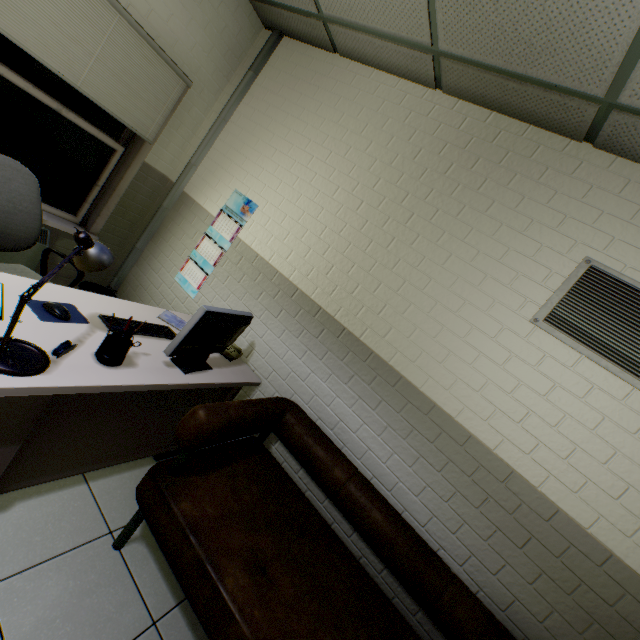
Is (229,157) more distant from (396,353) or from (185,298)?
(396,353)

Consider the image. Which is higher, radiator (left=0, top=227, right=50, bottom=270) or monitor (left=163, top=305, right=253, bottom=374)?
monitor (left=163, top=305, right=253, bottom=374)

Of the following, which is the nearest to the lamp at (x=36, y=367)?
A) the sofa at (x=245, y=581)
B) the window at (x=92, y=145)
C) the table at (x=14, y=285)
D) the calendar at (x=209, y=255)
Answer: the table at (x=14, y=285)

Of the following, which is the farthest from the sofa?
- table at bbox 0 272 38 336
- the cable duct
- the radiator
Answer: the radiator

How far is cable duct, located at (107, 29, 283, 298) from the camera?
2.95m

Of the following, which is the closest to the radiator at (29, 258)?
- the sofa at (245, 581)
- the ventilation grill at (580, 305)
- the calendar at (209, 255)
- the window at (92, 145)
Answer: the window at (92, 145)

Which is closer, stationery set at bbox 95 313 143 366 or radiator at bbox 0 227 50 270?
stationery set at bbox 95 313 143 366

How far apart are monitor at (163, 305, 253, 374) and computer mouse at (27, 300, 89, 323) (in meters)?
0.45
